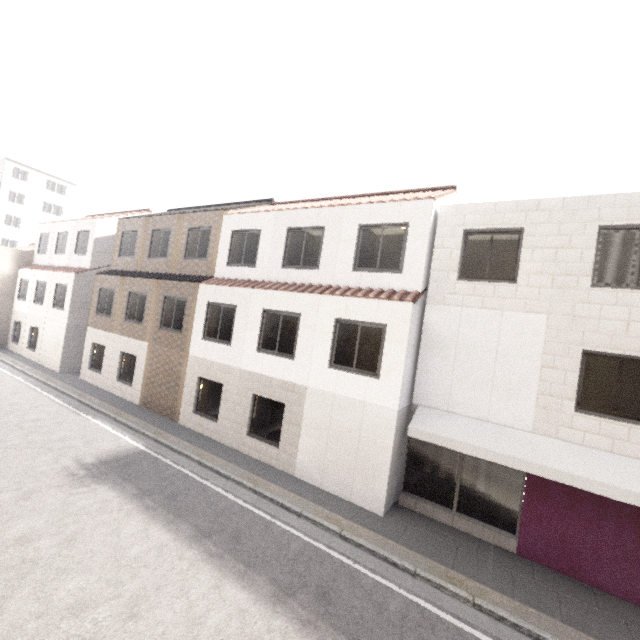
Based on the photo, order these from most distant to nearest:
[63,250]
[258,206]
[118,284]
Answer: [63,250] < [118,284] < [258,206]

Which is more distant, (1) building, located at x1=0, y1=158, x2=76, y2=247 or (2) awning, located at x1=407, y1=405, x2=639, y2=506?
(1) building, located at x1=0, y1=158, x2=76, y2=247

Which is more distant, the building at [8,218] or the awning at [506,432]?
the building at [8,218]

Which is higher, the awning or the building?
the building

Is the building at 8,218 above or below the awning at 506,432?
above
